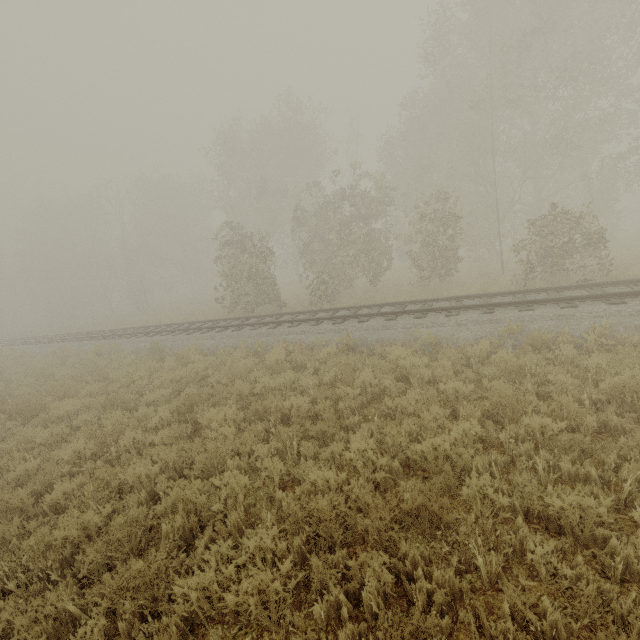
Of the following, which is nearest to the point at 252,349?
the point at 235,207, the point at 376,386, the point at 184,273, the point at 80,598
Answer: the point at 376,386
